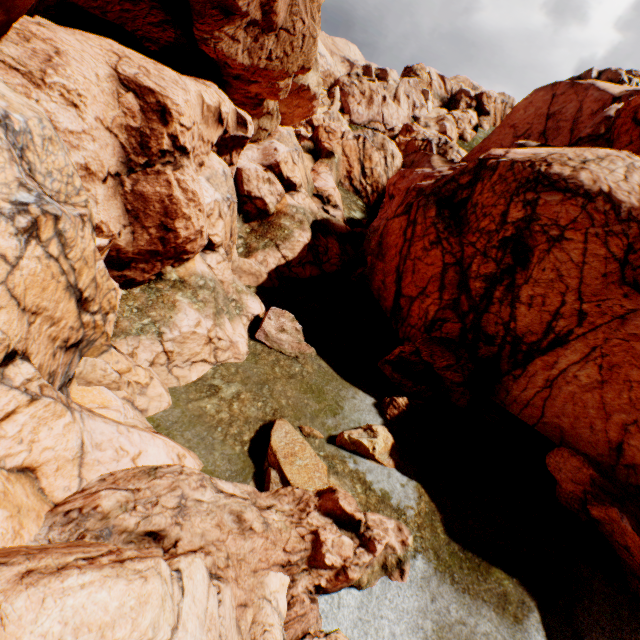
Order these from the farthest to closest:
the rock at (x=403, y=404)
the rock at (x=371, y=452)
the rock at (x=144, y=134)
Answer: the rock at (x=403, y=404)
the rock at (x=371, y=452)
the rock at (x=144, y=134)

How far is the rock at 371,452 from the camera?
12.97m

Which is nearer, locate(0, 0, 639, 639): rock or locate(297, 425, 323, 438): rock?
locate(0, 0, 639, 639): rock

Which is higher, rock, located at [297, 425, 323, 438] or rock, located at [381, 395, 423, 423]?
rock, located at [381, 395, 423, 423]

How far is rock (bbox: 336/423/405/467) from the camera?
13.0 meters

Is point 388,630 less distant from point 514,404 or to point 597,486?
point 597,486
